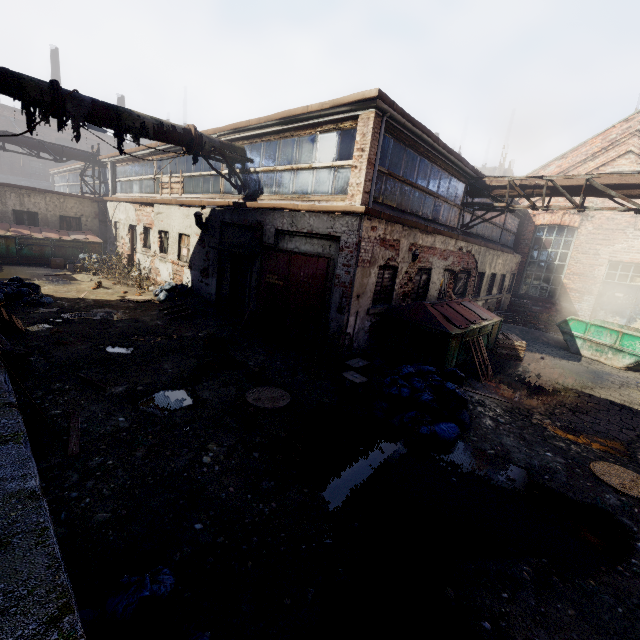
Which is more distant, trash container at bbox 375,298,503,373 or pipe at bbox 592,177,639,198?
pipe at bbox 592,177,639,198

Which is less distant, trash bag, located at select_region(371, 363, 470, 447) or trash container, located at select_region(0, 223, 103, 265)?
trash bag, located at select_region(371, 363, 470, 447)

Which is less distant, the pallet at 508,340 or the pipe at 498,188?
the pallet at 508,340

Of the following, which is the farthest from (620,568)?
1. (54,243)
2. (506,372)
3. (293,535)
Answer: (54,243)

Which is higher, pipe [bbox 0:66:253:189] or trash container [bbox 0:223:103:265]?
pipe [bbox 0:66:253:189]

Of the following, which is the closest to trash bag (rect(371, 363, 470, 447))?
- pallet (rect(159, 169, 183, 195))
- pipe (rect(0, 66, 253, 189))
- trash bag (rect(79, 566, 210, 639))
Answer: trash bag (rect(79, 566, 210, 639))

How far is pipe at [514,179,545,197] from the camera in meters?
10.7 m

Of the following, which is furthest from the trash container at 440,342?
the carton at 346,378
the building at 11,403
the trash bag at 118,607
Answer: the building at 11,403
